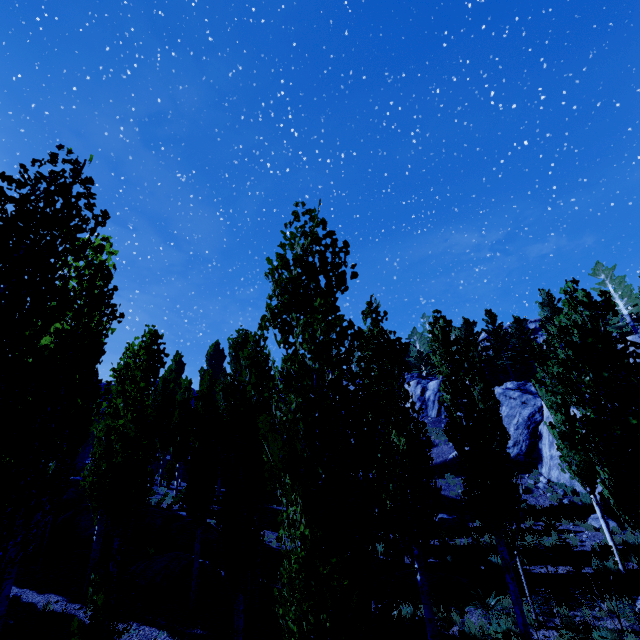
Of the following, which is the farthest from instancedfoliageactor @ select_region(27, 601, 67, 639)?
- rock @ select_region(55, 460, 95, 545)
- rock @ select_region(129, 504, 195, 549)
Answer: rock @ select_region(55, 460, 95, 545)

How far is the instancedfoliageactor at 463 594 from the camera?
11.7m

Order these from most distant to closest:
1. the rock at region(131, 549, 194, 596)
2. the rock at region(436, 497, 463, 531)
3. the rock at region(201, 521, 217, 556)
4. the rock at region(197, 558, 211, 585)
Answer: the rock at region(436, 497, 463, 531), the rock at region(201, 521, 217, 556), the rock at region(197, 558, 211, 585), the rock at region(131, 549, 194, 596)

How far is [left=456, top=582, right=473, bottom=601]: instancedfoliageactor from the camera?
11.70m

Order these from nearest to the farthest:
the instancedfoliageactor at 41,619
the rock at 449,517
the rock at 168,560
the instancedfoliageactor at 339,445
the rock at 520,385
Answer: the instancedfoliageactor at 339,445
the instancedfoliageactor at 41,619
the rock at 168,560
the rock at 449,517
the rock at 520,385

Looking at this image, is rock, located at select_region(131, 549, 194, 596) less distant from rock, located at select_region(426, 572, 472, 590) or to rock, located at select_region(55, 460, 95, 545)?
rock, located at select_region(55, 460, 95, 545)

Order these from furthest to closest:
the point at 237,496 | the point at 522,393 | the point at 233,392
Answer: the point at 522,393 < the point at 233,392 < the point at 237,496

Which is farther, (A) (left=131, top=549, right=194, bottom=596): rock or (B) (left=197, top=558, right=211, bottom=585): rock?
(B) (left=197, top=558, right=211, bottom=585): rock
